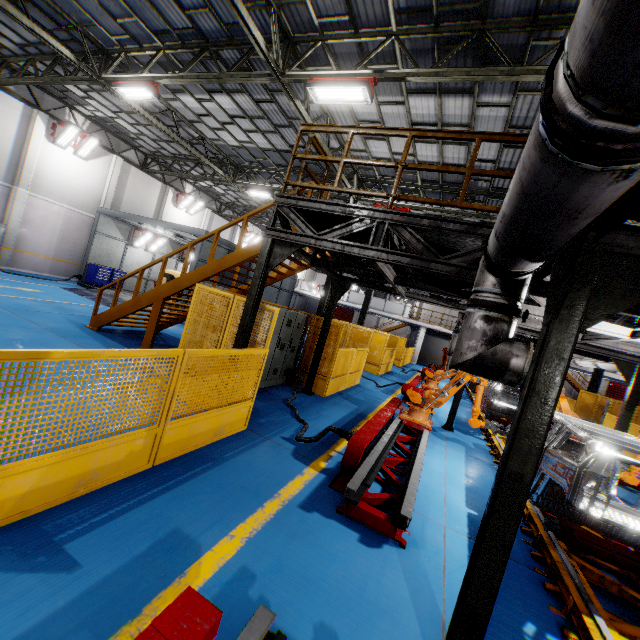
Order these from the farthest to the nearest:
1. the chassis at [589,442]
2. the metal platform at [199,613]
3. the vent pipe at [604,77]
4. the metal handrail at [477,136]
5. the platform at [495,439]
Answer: the platform at [495,439] < the metal handrail at [477,136] < the chassis at [589,442] < the metal platform at [199,613] < the vent pipe at [604,77]

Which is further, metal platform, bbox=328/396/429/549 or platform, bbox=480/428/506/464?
platform, bbox=480/428/506/464

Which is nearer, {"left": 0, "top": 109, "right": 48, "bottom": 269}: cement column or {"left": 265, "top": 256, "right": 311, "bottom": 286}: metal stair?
{"left": 265, "top": 256, "right": 311, "bottom": 286}: metal stair

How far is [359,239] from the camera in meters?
7.1

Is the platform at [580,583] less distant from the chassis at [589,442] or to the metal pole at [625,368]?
the chassis at [589,442]

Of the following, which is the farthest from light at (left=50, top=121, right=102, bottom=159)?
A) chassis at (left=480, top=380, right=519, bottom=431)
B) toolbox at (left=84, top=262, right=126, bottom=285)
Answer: chassis at (left=480, top=380, right=519, bottom=431)

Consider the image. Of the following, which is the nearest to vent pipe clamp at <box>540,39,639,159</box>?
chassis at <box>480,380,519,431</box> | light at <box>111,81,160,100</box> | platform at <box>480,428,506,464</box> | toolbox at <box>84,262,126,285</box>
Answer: chassis at <box>480,380,519,431</box>

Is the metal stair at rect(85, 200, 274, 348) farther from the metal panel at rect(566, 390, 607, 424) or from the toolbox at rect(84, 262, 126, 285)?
the toolbox at rect(84, 262, 126, 285)
